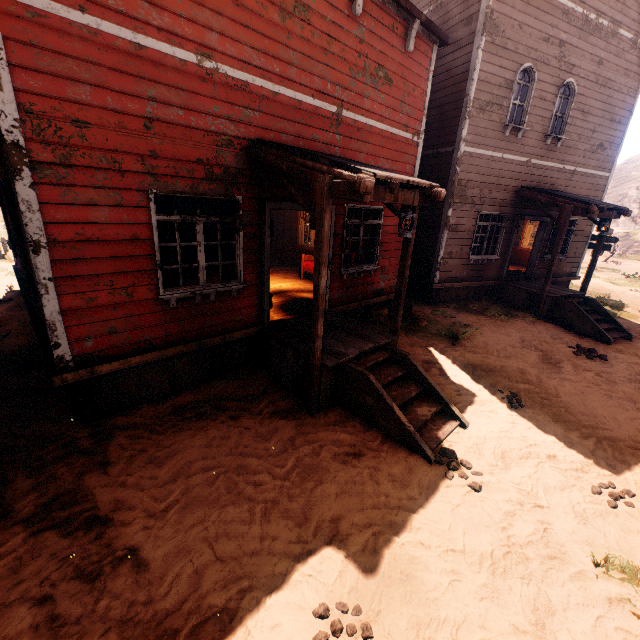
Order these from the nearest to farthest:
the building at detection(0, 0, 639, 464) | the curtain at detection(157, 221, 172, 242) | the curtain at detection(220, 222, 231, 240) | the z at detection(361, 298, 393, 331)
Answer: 1. the building at detection(0, 0, 639, 464)
2. the curtain at detection(157, 221, 172, 242)
3. the curtain at detection(220, 222, 231, 240)
4. the z at detection(361, 298, 393, 331)

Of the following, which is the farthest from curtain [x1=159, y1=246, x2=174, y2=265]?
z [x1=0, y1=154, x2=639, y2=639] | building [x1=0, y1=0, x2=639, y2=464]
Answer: z [x1=0, y1=154, x2=639, y2=639]

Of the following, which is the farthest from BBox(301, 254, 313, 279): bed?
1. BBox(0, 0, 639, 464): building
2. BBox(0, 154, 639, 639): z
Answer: BBox(0, 154, 639, 639): z

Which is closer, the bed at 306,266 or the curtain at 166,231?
the curtain at 166,231

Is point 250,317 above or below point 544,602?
above

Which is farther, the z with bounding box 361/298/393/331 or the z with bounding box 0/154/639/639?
the z with bounding box 361/298/393/331

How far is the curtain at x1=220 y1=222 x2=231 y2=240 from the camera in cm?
536

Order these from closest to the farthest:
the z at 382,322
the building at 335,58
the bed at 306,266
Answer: the building at 335,58, the z at 382,322, the bed at 306,266
